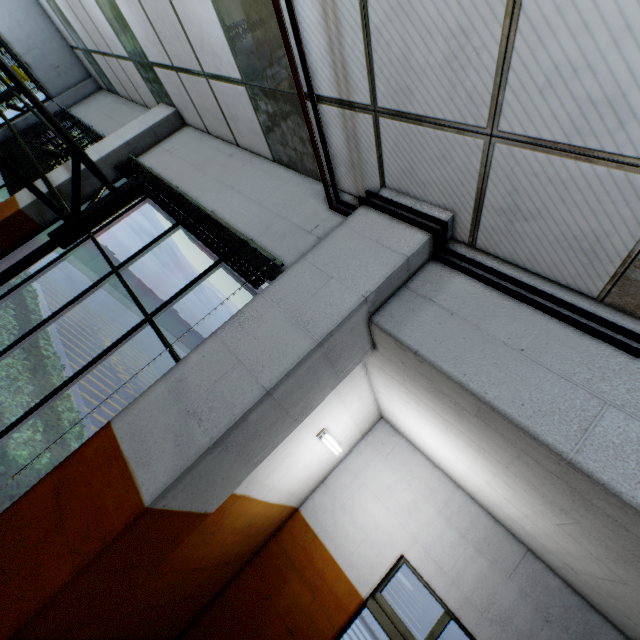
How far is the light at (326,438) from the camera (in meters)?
3.57

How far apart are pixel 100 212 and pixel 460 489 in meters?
5.0 m

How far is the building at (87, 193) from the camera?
4.9m

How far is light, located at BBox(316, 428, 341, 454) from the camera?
3.6m

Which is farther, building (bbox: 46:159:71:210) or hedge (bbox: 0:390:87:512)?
building (bbox: 46:159:71:210)

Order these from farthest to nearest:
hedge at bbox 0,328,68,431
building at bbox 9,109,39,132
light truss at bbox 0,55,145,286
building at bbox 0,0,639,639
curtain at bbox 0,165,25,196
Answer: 1. building at bbox 9,109,39,132
2. curtain at bbox 0,165,25,196
3. hedge at bbox 0,328,68,431
4. light truss at bbox 0,55,145,286
5. building at bbox 0,0,639,639

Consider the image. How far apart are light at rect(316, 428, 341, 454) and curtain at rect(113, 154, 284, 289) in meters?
1.8 m

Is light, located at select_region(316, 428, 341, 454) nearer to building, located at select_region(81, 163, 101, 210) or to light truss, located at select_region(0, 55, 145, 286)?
building, located at select_region(81, 163, 101, 210)
